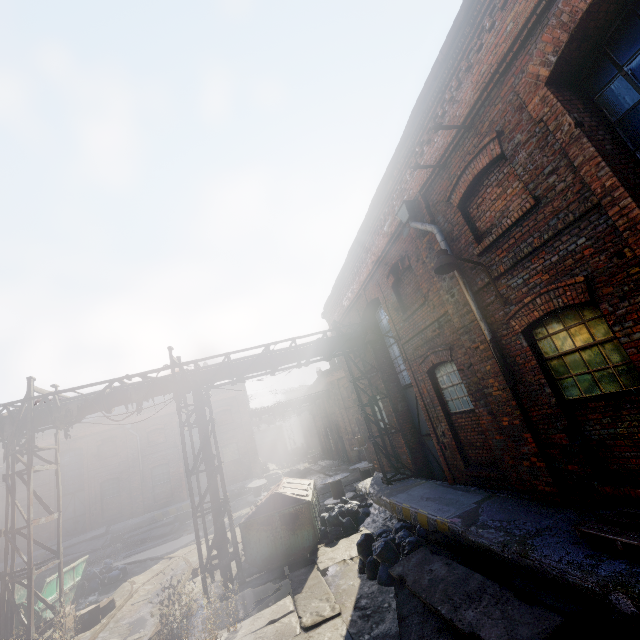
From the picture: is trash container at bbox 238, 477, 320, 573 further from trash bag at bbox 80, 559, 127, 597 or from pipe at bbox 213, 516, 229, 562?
trash bag at bbox 80, 559, 127, 597

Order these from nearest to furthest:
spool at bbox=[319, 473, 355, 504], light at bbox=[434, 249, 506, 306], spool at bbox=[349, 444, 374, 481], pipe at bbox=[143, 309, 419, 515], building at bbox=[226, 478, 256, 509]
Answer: light at bbox=[434, 249, 506, 306], pipe at bbox=[143, 309, 419, 515], spool at bbox=[319, 473, 355, 504], spool at bbox=[349, 444, 374, 481], building at bbox=[226, 478, 256, 509]

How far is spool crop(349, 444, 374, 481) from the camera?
15.6m

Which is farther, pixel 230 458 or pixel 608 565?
pixel 230 458

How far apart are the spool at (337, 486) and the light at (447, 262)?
12.2m

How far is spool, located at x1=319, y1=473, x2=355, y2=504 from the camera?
14.9 meters

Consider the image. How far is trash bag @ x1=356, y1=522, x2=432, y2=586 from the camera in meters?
6.7

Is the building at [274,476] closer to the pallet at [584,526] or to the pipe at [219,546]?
the pipe at [219,546]
